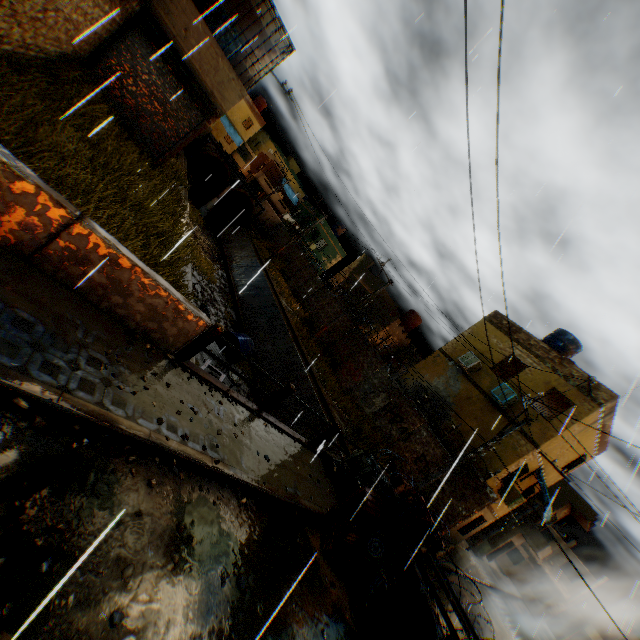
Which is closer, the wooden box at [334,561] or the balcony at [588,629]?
the wooden box at [334,561]

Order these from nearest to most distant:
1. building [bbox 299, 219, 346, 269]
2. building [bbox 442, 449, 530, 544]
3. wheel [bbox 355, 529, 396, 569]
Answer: wheel [bbox 355, 529, 396, 569], building [bbox 442, 449, 530, 544], building [bbox 299, 219, 346, 269]

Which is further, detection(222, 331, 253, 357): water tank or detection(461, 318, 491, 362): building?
detection(461, 318, 491, 362): building

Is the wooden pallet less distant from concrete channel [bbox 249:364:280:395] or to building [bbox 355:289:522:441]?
concrete channel [bbox 249:364:280:395]

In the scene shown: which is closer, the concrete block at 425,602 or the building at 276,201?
the concrete block at 425,602

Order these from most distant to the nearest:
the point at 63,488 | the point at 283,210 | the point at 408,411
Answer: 1. the point at 283,210
2. the point at 408,411
3. the point at 63,488

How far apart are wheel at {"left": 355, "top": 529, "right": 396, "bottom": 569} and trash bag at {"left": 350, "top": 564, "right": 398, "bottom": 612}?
0.0 meters

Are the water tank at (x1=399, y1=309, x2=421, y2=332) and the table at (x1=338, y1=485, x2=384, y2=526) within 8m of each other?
no
